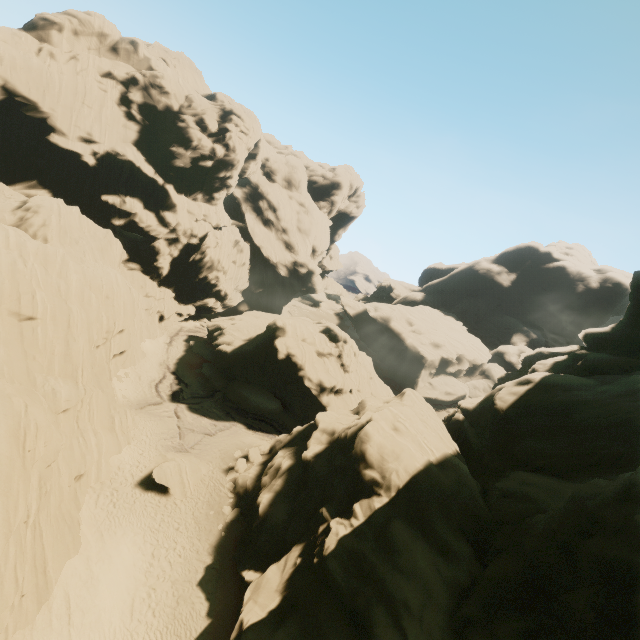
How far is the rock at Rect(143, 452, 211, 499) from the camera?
24.4m

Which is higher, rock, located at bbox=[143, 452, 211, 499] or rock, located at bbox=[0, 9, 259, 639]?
rock, located at bbox=[0, 9, 259, 639]

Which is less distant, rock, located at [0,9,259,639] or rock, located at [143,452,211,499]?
rock, located at [0,9,259,639]

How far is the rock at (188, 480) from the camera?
24.42m

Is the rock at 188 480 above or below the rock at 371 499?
below

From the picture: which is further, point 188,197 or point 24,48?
point 188,197

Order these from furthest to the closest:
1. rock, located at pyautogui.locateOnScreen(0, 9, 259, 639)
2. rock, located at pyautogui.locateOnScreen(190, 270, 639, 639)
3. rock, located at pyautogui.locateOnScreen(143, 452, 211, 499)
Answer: rock, located at pyautogui.locateOnScreen(143, 452, 211, 499) < rock, located at pyautogui.locateOnScreen(0, 9, 259, 639) < rock, located at pyautogui.locateOnScreen(190, 270, 639, 639)
